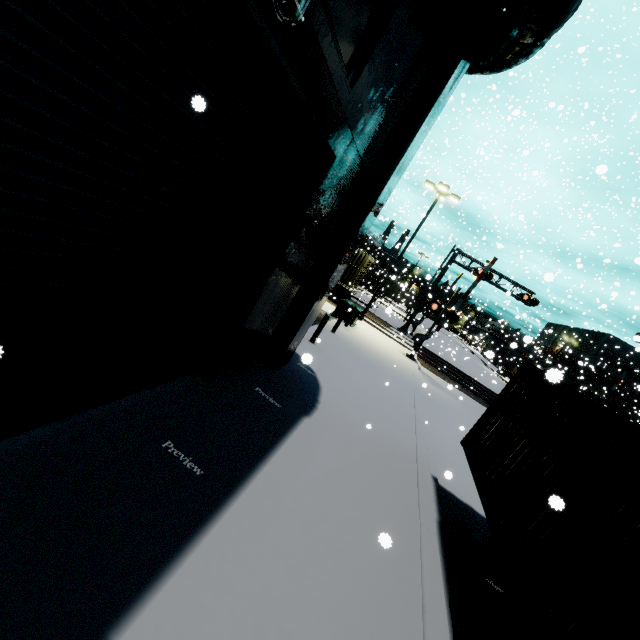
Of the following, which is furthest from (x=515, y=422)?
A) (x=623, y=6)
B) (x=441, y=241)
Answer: (x=623, y=6)

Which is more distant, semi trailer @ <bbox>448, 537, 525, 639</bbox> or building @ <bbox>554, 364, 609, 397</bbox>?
building @ <bbox>554, 364, 609, 397</bbox>

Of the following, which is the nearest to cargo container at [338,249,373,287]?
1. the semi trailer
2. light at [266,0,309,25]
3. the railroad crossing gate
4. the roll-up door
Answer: the semi trailer

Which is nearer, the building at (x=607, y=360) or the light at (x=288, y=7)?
the light at (x=288, y=7)

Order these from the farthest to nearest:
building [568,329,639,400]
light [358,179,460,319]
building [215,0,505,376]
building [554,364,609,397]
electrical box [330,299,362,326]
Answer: building [568,329,639,400] → building [554,364,609,397] → light [358,179,460,319] → electrical box [330,299,362,326] → building [215,0,505,376]

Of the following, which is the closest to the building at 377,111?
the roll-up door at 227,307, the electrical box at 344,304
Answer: the roll-up door at 227,307

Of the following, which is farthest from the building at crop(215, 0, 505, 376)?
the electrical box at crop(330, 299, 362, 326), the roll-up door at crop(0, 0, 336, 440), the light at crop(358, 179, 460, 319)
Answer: the light at crop(358, 179, 460, 319)

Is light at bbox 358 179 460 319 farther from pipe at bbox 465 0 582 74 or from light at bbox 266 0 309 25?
light at bbox 266 0 309 25
